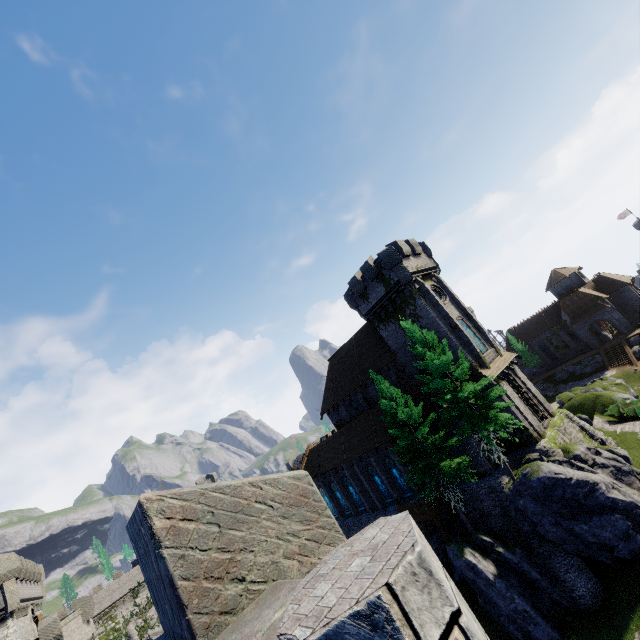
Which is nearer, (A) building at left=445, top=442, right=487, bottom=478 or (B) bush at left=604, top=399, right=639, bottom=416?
(A) building at left=445, top=442, right=487, bottom=478

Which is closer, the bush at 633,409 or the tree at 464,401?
the tree at 464,401

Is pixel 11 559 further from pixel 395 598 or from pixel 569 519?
pixel 569 519

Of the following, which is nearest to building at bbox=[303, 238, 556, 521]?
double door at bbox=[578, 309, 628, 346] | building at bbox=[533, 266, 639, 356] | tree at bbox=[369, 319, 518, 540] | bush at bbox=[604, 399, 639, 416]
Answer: tree at bbox=[369, 319, 518, 540]

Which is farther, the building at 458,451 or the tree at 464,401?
the building at 458,451

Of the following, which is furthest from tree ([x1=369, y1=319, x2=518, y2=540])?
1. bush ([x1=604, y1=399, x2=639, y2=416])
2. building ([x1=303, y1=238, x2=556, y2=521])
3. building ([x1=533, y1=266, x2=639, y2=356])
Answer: building ([x1=533, y1=266, x2=639, y2=356])

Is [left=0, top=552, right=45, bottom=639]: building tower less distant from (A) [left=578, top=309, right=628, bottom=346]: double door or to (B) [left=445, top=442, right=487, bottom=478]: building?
(B) [left=445, top=442, right=487, bottom=478]: building

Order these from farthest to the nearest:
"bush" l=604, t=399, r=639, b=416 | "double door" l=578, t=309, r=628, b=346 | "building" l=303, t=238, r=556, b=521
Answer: "double door" l=578, t=309, r=628, b=346 < "bush" l=604, t=399, r=639, b=416 < "building" l=303, t=238, r=556, b=521
